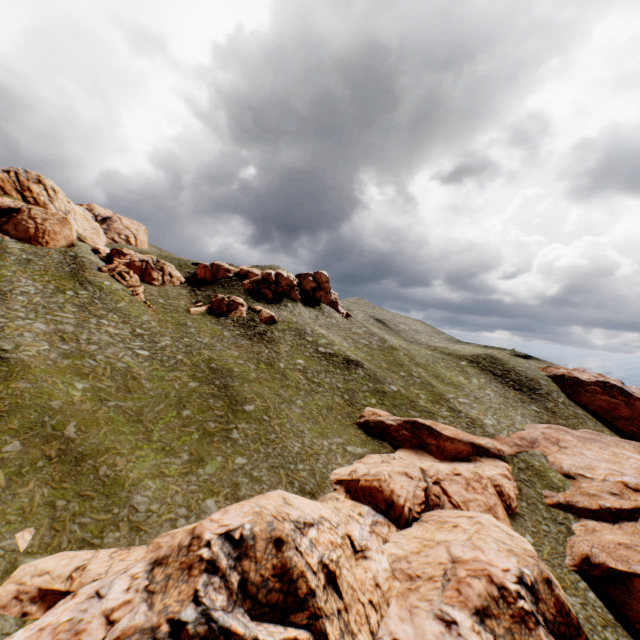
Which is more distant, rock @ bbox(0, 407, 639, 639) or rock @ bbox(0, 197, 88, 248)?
rock @ bbox(0, 197, 88, 248)

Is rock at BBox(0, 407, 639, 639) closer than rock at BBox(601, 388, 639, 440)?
Yes

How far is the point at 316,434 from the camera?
33.8 meters

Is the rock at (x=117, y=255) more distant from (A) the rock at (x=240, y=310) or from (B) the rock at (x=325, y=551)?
(B) the rock at (x=325, y=551)

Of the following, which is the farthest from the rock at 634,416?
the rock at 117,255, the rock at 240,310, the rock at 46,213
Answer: the rock at 117,255

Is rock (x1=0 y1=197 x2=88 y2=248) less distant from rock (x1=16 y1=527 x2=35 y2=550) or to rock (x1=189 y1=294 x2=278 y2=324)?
rock (x1=189 y1=294 x2=278 y2=324)

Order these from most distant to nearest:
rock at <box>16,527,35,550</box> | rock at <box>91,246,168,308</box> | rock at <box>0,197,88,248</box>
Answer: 1. rock at <box>91,246,168,308</box>
2. rock at <box>0,197,88,248</box>
3. rock at <box>16,527,35,550</box>
